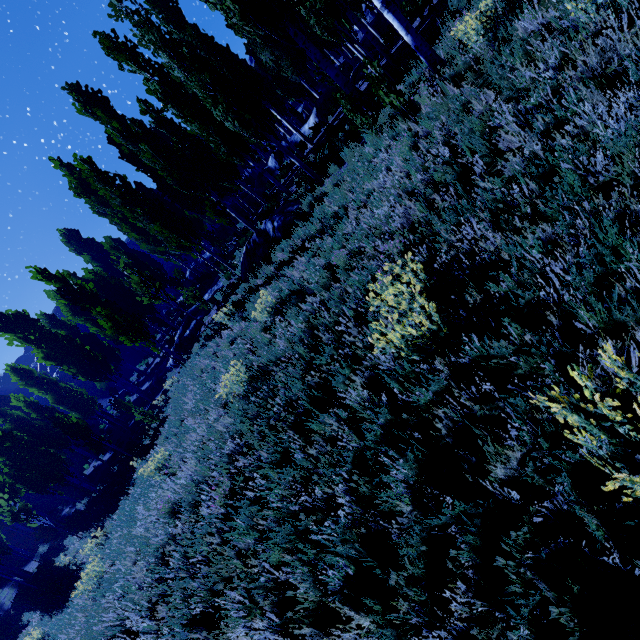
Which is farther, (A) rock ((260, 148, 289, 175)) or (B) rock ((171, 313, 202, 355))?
(A) rock ((260, 148, 289, 175))

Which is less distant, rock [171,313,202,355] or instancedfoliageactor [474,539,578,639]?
instancedfoliageactor [474,539,578,639]

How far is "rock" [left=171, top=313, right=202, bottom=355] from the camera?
19.30m

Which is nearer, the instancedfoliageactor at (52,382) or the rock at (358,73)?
the instancedfoliageactor at (52,382)

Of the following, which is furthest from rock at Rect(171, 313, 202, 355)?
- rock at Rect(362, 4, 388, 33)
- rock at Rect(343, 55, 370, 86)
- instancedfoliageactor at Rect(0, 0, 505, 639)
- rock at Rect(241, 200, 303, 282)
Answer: rock at Rect(362, 4, 388, 33)

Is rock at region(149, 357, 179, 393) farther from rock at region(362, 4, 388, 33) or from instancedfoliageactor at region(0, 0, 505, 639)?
rock at region(362, 4, 388, 33)

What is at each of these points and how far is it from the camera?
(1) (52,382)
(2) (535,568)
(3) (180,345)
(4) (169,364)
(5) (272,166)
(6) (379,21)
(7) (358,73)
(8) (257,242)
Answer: (1) instancedfoliageactor, 24.28m
(2) instancedfoliageactor, 1.90m
(3) rock, 20.08m
(4) rock, 21.78m
(5) rock, 26.53m
(6) rock, 25.09m
(7) rock, 17.28m
(8) rock, 12.64m

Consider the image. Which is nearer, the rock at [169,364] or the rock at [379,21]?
the rock at [169,364]
